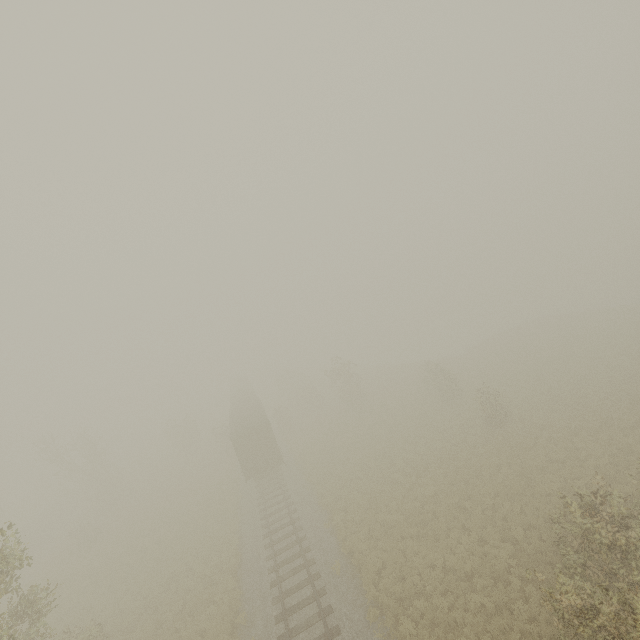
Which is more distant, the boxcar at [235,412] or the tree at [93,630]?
the boxcar at [235,412]

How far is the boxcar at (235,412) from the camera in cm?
2641

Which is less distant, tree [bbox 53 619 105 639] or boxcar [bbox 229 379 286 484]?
tree [bbox 53 619 105 639]

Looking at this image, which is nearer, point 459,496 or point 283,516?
point 459,496

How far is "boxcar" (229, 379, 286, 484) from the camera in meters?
26.4 m
